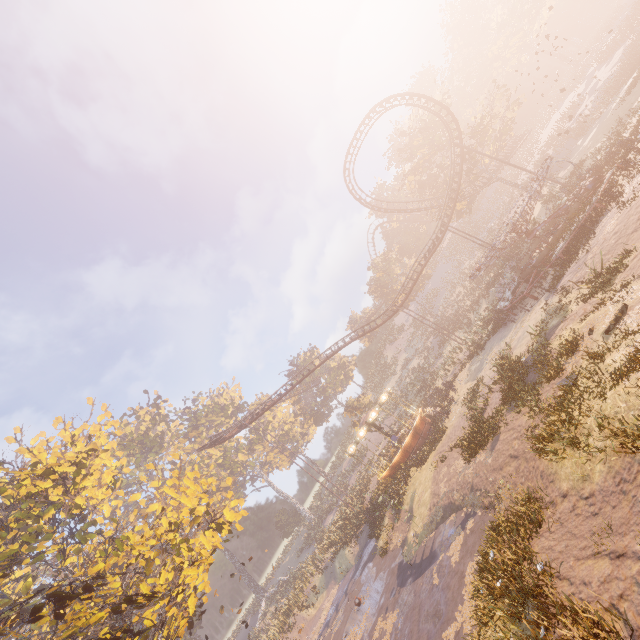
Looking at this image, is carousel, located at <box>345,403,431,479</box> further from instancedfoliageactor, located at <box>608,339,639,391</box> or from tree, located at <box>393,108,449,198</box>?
tree, located at <box>393,108,449,198</box>

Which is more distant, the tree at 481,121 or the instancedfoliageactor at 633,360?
the tree at 481,121

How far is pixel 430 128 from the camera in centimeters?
4269cm

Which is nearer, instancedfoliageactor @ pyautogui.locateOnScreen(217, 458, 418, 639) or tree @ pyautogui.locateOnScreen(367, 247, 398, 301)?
instancedfoliageactor @ pyautogui.locateOnScreen(217, 458, 418, 639)

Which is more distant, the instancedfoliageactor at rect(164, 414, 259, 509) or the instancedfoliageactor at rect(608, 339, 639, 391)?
the instancedfoliageactor at rect(164, 414, 259, 509)

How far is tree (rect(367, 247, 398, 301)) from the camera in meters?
55.7

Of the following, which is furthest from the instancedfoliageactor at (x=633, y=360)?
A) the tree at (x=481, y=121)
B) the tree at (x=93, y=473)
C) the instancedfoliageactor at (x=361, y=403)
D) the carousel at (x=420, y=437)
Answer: the tree at (x=481, y=121)
